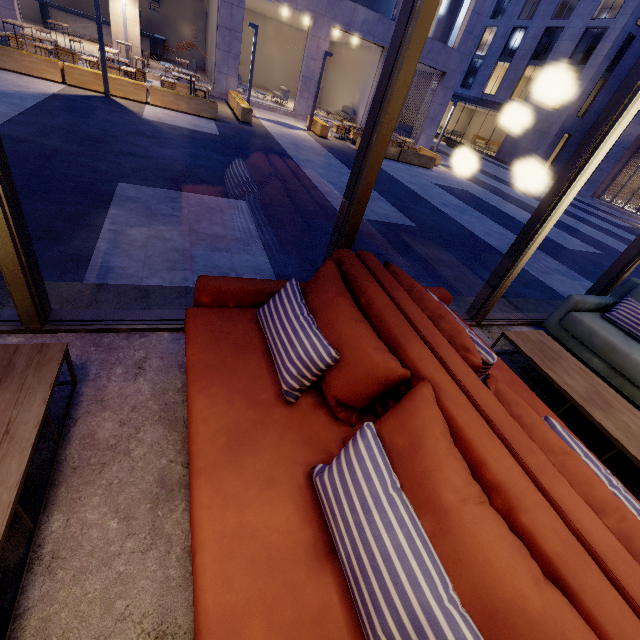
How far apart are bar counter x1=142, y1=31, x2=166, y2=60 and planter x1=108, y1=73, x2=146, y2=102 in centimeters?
1171cm

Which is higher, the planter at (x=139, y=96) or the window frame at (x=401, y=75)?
the window frame at (x=401, y=75)

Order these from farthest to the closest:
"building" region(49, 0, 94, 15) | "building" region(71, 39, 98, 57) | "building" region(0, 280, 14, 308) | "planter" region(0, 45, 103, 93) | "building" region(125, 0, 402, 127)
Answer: "building" region(49, 0, 94, 15)
"building" region(125, 0, 402, 127)
"building" region(71, 39, 98, 57)
"planter" region(0, 45, 103, 93)
"building" region(0, 280, 14, 308)

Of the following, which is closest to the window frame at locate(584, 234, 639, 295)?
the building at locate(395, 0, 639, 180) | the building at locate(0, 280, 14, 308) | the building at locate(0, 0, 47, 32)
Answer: the building at locate(0, 280, 14, 308)

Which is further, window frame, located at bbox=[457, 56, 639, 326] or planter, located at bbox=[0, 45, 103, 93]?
planter, located at bbox=[0, 45, 103, 93]

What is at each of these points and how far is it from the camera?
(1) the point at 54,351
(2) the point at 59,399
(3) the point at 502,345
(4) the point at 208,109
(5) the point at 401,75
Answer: (1) coffee table, 1.65m
(2) building, 1.79m
(3) building, 3.53m
(4) planter, 10.54m
(5) window frame, 1.77m

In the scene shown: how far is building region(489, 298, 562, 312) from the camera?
4.3 meters

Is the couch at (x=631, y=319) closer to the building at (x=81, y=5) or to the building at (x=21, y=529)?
the building at (x=21, y=529)
